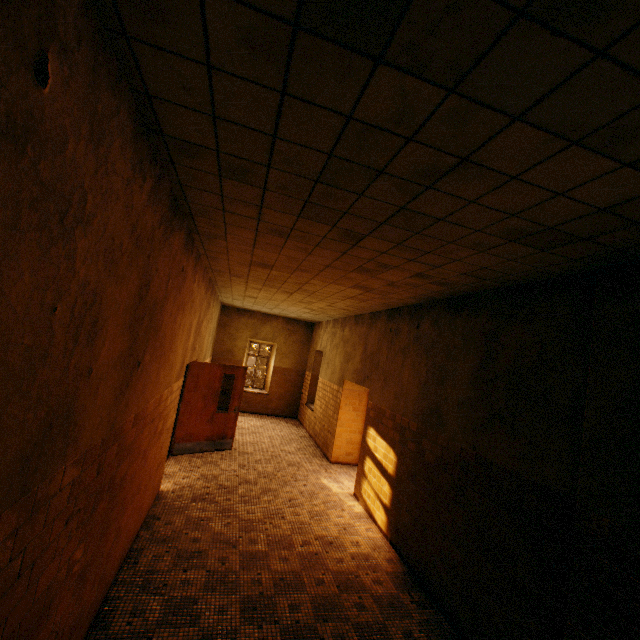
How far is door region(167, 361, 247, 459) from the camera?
7.2 meters

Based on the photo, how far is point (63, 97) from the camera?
1.2m

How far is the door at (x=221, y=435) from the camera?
7.2m
